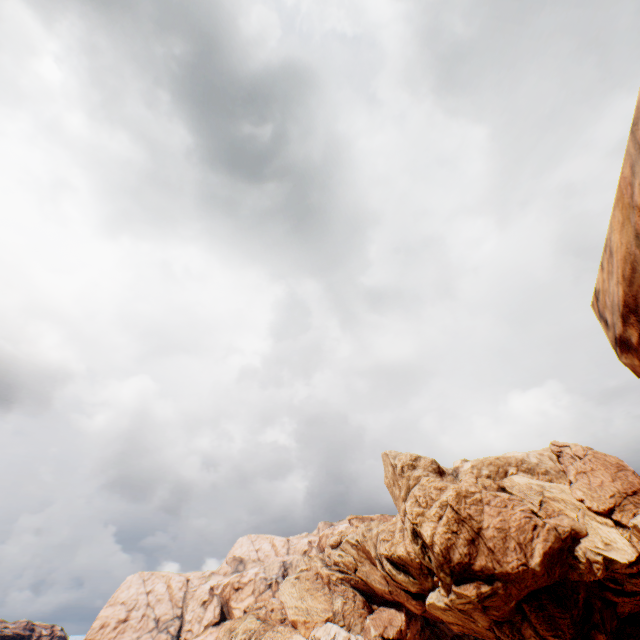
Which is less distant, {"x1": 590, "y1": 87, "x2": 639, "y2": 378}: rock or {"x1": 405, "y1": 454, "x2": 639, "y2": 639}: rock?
{"x1": 590, "y1": 87, "x2": 639, "y2": 378}: rock

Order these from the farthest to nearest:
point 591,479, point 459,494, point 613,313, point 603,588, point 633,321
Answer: point 591,479 → point 459,494 → point 603,588 → point 613,313 → point 633,321

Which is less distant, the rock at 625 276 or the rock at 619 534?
the rock at 625 276
